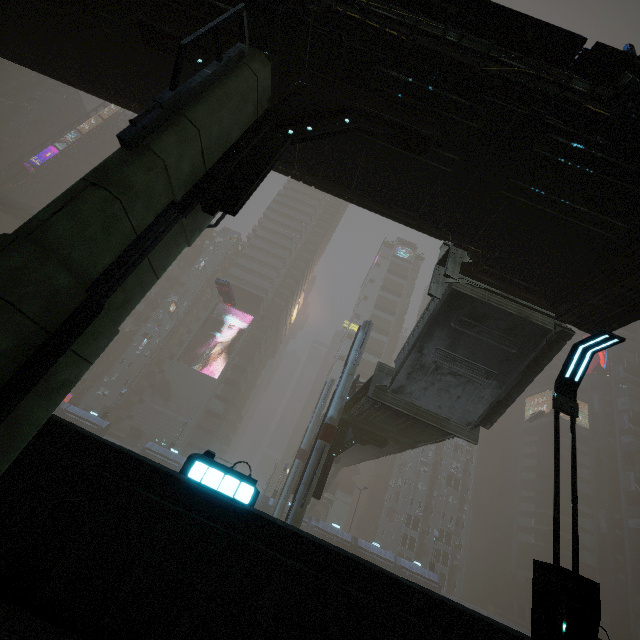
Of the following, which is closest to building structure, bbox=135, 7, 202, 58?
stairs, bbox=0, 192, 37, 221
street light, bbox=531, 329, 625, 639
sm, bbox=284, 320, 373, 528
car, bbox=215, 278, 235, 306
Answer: street light, bbox=531, 329, 625, 639

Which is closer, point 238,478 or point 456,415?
point 238,478

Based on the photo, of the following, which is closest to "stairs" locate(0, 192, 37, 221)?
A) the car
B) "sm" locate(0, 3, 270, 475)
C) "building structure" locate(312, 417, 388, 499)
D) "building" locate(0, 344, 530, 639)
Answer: "building" locate(0, 344, 530, 639)

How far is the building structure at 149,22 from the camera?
7.8 meters

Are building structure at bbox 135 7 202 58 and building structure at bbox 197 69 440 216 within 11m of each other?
yes

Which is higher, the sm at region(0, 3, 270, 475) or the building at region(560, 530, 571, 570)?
the building at region(560, 530, 571, 570)

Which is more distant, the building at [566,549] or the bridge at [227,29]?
the building at [566,549]

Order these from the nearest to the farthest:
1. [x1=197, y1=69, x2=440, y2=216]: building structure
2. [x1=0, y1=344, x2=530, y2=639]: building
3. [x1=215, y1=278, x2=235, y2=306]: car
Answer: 1. [x1=0, y1=344, x2=530, y2=639]: building
2. [x1=197, y1=69, x2=440, y2=216]: building structure
3. [x1=215, y1=278, x2=235, y2=306]: car
